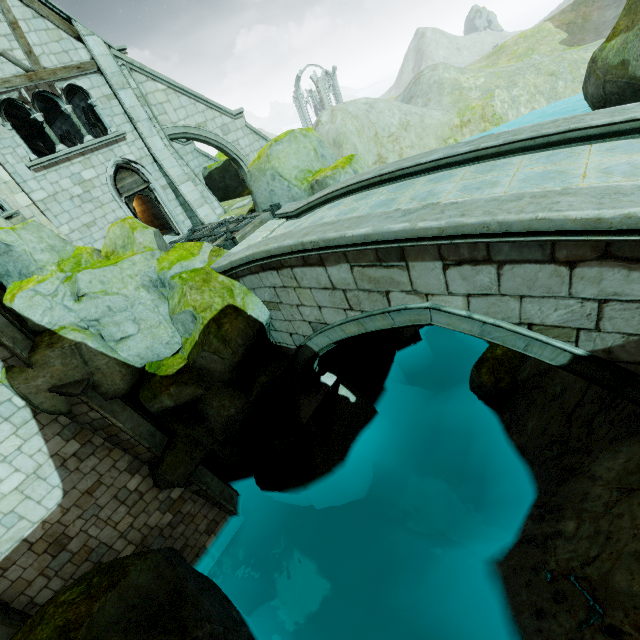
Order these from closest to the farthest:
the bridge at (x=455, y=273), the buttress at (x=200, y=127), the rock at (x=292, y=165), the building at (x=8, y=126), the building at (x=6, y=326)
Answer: the bridge at (x=455, y=273)
the building at (x=6, y=326)
the building at (x=8, y=126)
the rock at (x=292, y=165)
the buttress at (x=200, y=127)

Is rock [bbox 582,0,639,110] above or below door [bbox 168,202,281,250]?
above

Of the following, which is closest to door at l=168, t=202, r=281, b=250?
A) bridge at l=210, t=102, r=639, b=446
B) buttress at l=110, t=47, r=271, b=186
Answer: bridge at l=210, t=102, r=639, b=446

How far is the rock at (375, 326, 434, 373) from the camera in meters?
12.8

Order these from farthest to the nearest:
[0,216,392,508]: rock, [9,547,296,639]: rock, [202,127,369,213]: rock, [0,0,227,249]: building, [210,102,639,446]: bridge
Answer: [202,127,369,213]: rock < [0,0,227,249]: building < [0,216,392,508]: rock < [9,547,296,639]: rock < [210,102,639,446]: bridge

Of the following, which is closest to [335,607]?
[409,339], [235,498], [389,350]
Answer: [235,498]

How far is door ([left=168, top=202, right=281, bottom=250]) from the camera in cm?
1000

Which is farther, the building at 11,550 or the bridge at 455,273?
the building at 11,550
